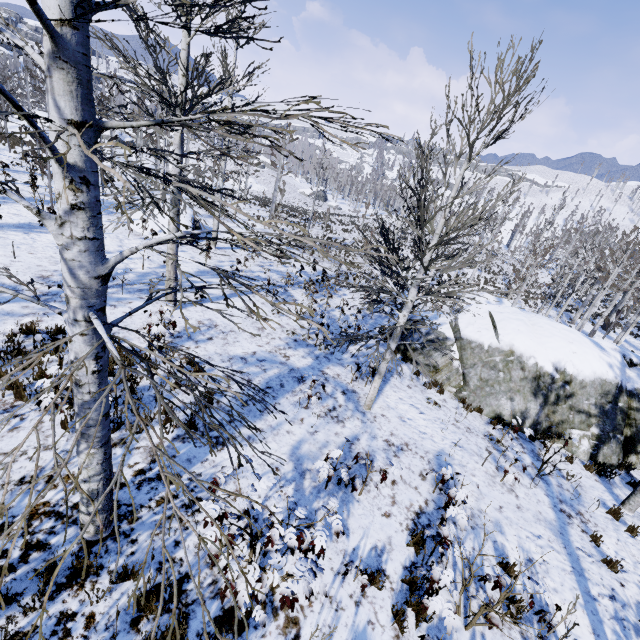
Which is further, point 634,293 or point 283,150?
point 634,293

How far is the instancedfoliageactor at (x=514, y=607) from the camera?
3.8m

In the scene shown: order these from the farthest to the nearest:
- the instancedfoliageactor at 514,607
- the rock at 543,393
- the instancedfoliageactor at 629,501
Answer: the rock at 543,393 → the instancedfoliageactor at 629,501 → the instancedfoliageactor at 514,607

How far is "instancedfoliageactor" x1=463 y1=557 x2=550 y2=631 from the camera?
3.8m

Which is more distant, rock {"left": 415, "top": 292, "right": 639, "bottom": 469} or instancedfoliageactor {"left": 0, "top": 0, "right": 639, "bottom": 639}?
rock {"left": 415, "top": 292, "right": 639, "bottom": 469}

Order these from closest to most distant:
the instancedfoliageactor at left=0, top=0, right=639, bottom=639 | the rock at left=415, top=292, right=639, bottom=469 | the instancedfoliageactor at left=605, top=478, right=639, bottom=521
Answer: the instancedfoliageactor at left=0, top=0, right=639, bottom=639 < the instancedfoliageactor at left=605, top=478, right=639, bottom=521 < the rock at left=415, top=292, right=639, bottom=469

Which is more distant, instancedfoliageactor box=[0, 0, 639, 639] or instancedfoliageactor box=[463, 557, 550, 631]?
instancedfoliageactor box=[463, 557, 550, 631]
